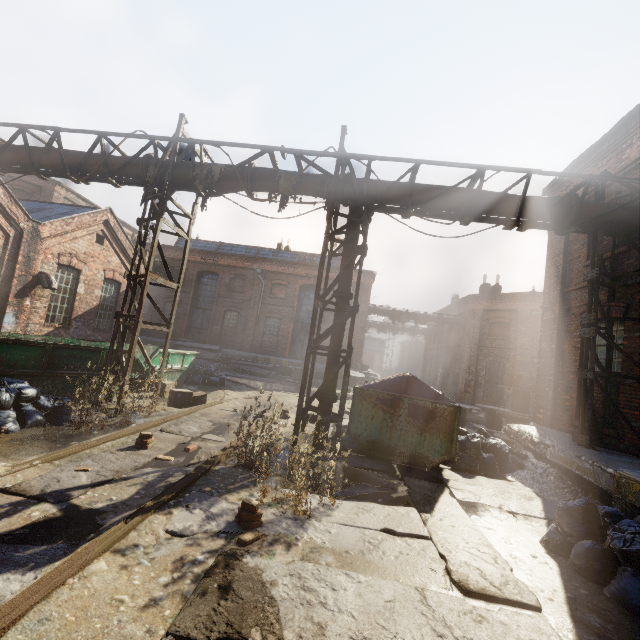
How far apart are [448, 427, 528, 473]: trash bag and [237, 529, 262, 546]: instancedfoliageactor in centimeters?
481cm

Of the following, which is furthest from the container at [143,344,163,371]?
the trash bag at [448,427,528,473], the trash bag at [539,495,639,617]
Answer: the trash bag at [539,495,639,617]

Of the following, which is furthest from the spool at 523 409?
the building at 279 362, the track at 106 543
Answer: the building at 279 362

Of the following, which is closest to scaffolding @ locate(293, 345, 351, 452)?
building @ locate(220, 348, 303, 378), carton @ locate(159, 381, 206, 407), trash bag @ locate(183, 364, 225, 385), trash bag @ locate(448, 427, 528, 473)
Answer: trash bag @ locate(448, 427, 528, 473)

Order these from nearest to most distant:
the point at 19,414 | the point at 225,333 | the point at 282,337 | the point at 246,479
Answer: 1. the point at 246,479
2. the point at 19,414
3. the point at 282,337
4. the point at 225,333

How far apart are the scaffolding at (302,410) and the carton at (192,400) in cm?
335

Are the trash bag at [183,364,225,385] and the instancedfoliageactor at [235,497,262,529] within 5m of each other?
→ no

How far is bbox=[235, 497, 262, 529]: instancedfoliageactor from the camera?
3.5m
